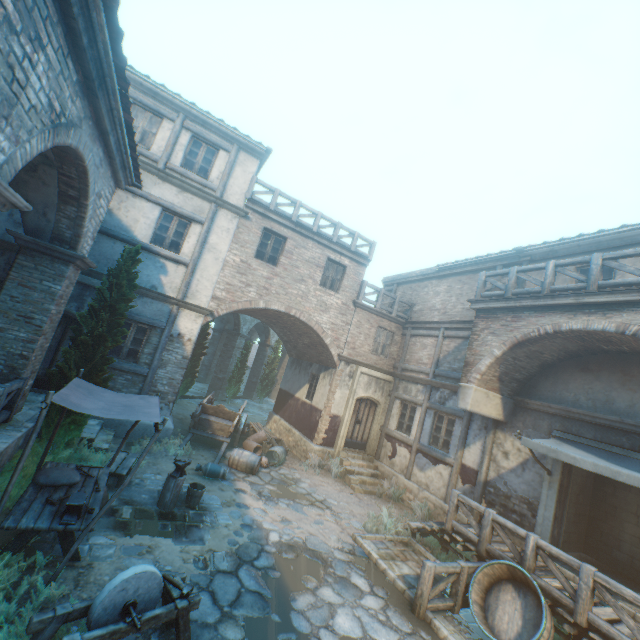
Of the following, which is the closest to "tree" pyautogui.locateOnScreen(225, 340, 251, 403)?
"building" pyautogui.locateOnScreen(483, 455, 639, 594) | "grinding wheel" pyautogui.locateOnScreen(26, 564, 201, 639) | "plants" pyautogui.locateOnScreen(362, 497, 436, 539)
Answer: "grinding wheel" pyautogui.locateOnScreen(26, 564, 201, 639)

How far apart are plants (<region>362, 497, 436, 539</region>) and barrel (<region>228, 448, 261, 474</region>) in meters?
4.2

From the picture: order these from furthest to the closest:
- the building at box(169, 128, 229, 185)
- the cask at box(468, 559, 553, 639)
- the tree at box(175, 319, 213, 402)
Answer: the tree at box(175, 319, 213, 402) < the building at box(169, 128, 229, 185) < the cask at box(468, 559, 553, 639)

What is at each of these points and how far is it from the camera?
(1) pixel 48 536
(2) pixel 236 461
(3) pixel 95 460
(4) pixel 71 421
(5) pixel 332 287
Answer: (1) ground pavers, 5.5m
(2) barrel, 10.8m
(3) plants, 8.2m
(4) tree, 7.6m
(5) building, 14.4m

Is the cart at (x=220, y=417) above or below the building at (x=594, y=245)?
below

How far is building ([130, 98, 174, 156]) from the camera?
10.88m

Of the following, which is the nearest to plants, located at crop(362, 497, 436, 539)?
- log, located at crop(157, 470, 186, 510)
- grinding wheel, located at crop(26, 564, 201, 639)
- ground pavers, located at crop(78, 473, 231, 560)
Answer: ground pavers, located at crop(78, 473, 231, 560)

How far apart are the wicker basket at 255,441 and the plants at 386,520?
5.2 meters
